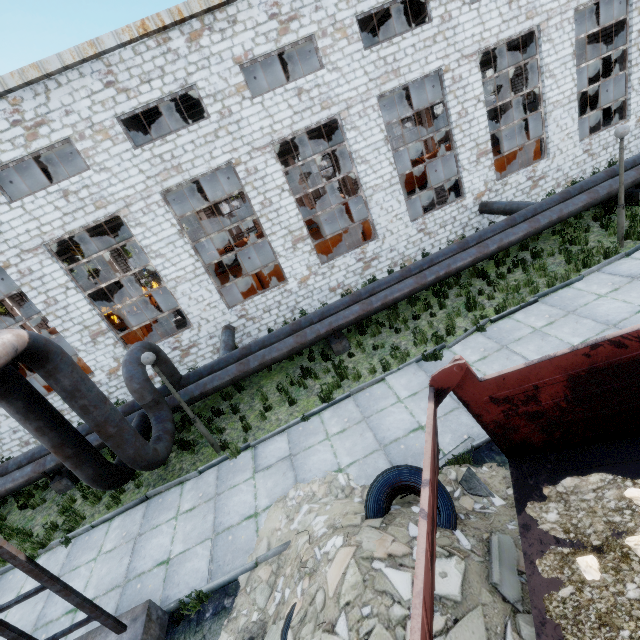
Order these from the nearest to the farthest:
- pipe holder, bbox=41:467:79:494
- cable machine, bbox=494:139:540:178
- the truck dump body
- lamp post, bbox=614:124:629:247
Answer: the truck dump body → lamp post, bbox=614:124:629:247 → pipe holder, bbox=41:467:79:494 → cable machine, bbox=494:139:540:178

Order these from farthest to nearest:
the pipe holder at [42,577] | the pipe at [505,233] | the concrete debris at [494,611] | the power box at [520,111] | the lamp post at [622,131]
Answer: the power box at [520,111] → the lamp post at [622,131] → the pipe at [505,233] → the pipe holder at [42,577] → the concrete debris at [494,611]

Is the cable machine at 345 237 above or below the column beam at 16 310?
below

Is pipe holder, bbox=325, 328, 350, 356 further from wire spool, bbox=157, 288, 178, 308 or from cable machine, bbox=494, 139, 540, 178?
wire spool, bbox=157, 288, 178, 308

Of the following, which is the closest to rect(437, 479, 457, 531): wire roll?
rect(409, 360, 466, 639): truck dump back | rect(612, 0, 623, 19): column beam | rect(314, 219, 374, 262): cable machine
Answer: rect(409, 360, 466, 639): truck dump back

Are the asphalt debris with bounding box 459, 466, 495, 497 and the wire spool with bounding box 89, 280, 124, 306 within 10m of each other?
no

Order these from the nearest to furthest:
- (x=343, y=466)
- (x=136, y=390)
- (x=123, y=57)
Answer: (x=343, y=466), (x=136, y=390), (x=123, y=57)

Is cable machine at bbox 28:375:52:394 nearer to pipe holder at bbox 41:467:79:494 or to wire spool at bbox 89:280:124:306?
wire spool at bbox 89:280:124:306
